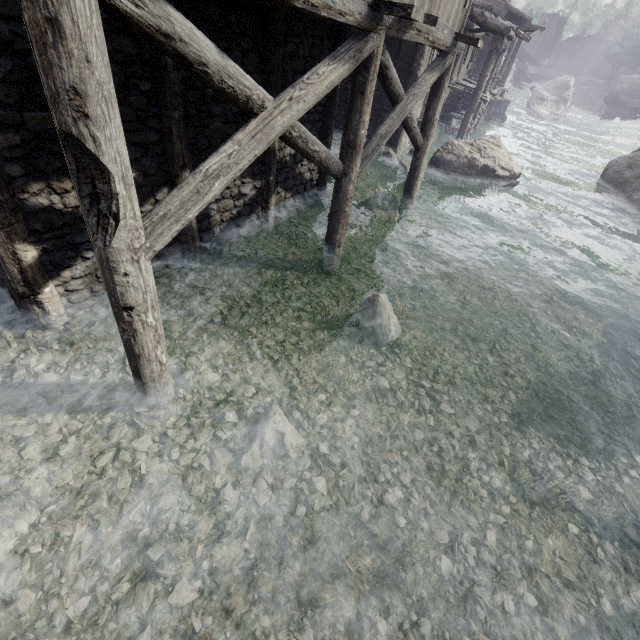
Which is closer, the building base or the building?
Result: the building

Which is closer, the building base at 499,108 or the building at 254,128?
the building at 254,128

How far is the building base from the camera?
26.9 meters

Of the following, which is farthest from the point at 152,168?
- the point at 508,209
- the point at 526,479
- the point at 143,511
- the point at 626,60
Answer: the point at 626,60

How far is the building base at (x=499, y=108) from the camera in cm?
2691
